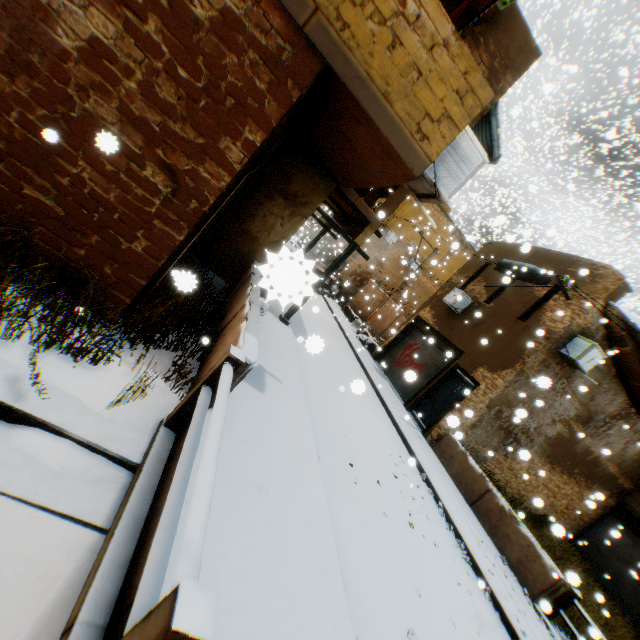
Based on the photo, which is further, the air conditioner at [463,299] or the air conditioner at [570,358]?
the air conditioner at [463,299]

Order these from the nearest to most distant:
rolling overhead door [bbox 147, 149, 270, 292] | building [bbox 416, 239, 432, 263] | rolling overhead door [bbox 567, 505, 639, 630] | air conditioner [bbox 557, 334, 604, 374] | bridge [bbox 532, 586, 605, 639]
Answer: rolling overhead door [bbox 147, 149, 270, 292]
bridge [bbox 532, 586, 605, 639]
air conditioner [bbox 557, 334, 604, 374]
rolling overhead door [bbox 567, 505, 639, 630]
building [bbox 416, 239, 432, 263]

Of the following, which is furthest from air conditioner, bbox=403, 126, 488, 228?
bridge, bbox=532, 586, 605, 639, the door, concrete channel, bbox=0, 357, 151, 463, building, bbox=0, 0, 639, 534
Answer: bridge, bbox=532, 586, 605, 639

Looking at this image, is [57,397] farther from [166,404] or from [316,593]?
[316,593]

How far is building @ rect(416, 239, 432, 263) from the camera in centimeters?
2614cm

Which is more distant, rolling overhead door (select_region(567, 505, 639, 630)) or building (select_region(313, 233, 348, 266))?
building (select_region(313, 233, 348, 266))

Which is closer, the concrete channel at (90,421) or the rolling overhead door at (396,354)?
the concrete channel at (90,421)

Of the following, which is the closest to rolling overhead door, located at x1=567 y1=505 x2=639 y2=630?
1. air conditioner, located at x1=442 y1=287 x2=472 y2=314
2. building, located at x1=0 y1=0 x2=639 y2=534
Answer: building, located at x1=0 y1=0 x2=639 y2=534
